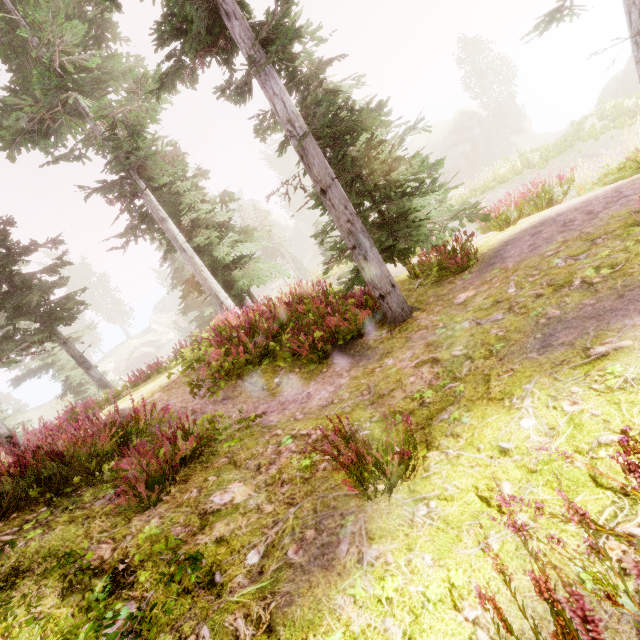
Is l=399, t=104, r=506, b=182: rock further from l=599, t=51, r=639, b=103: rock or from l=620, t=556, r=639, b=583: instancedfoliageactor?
l=599, t=51, r=639, b=103: rock

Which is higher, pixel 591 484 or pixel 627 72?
pixel 591 484

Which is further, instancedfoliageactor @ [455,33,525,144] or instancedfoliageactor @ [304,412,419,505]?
instancedfoliageactor @ [455,33,525,144]

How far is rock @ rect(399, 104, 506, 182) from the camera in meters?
39.6 m

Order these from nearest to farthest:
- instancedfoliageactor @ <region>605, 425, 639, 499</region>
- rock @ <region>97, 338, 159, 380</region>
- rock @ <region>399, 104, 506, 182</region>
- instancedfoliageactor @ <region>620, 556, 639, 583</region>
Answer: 1. instancedfoliageactor @ <region>620, 556, 639, 583</region>
2. instancedfoliageactor @ <region>605, 425, 639, 499</region>
3. rock @ <region>399, 104, 506, 182</region>
4. rock @ <region>97, 338, 159, 380</region>

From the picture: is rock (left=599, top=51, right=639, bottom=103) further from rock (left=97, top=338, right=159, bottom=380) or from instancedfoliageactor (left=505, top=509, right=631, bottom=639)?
rock (left=97, top=338, right=159, bottom=380)

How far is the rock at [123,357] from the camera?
56.6 meters

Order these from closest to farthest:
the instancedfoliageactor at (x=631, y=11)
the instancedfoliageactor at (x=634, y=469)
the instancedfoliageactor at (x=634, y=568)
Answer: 1. the instancedfoliageactor at (x=634, y=568)
2. the instancedfoliageactor at (x=634, y=469)
3. the instancedfoliageactor at (x=631, y=11)
